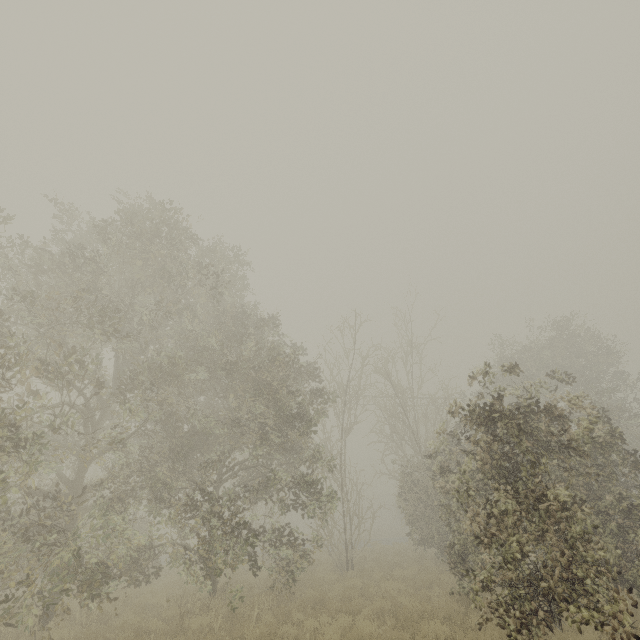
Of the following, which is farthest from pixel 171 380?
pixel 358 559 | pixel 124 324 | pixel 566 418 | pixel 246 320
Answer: pixel 358 559
